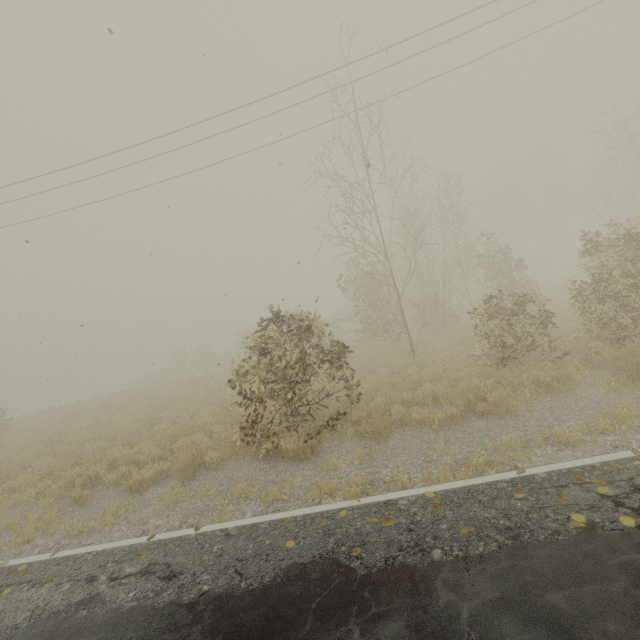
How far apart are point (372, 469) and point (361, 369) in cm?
593
